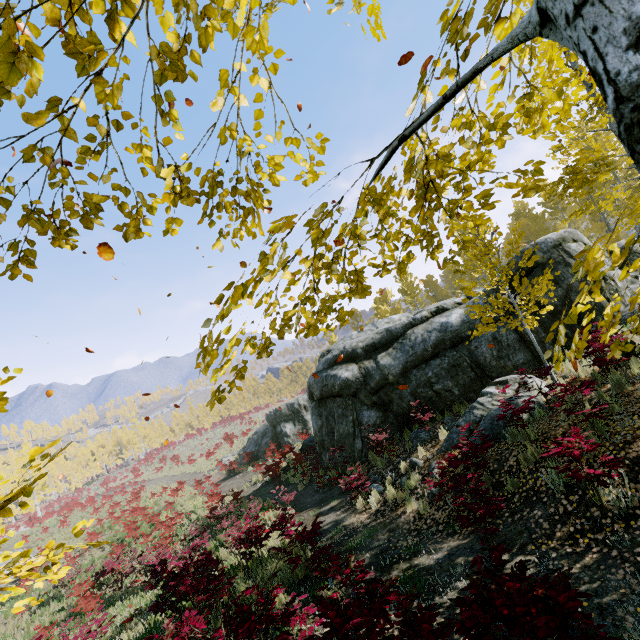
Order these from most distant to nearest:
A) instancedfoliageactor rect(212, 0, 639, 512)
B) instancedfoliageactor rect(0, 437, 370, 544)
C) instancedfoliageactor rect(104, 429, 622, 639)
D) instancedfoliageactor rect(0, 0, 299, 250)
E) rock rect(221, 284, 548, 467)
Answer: rock rect(221, 284, 548, 467) < instancedfoliageactor rect(104, 429, 622, 639) < instancedfoliageactor rect(0, 437, 370, 544) < instancedfoliageactor rect(0, 0, 299, 250) < instancedfoliageactor rect(212, 0, 639, 512)

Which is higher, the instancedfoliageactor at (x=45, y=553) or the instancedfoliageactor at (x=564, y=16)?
the instancedfoliageactor at (x=564, y=16)

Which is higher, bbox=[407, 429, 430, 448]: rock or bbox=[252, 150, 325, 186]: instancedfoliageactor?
bbox=[252, 150, 325, 186]: instancedfoliageactor

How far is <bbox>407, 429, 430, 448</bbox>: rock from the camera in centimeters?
1034cm

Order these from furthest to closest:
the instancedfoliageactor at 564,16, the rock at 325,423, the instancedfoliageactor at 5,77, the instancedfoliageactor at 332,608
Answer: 1. the rock at 325,423
2. the instancedfoliageactor at 332,608
3. the instancedfoliageactor at 5,77
4. the instancedfoliageactor at 564,16

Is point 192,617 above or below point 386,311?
below

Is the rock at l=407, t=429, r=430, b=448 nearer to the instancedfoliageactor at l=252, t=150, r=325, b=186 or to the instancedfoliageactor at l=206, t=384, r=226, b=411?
the instancedfoliageactor at l=206, t=384, r=226, b=411

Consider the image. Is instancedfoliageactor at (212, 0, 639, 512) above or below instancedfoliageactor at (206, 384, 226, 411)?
above
